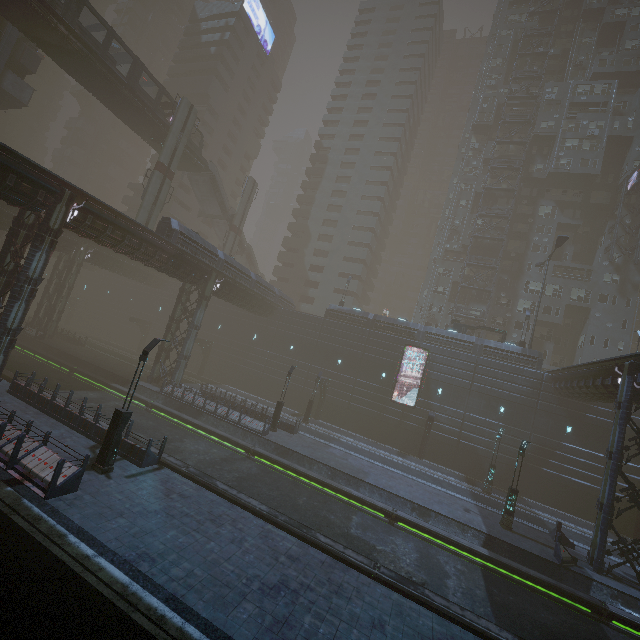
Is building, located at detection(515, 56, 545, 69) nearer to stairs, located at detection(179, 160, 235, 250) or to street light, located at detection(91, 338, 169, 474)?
street light, located at detection(91, 338, 169, 474)

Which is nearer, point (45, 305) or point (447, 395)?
point (447, 395)

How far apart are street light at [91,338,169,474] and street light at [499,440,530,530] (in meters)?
21.47

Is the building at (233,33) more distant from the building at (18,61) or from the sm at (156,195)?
the sm at (156,195)

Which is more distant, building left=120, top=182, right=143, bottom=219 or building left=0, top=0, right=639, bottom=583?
building left=120, top=182, right=143, bottom=219

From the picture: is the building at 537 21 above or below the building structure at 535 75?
above

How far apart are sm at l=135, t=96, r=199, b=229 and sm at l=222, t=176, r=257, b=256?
10.43m

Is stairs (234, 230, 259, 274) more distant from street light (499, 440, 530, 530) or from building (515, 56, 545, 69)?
street light (499, 440, 530, 530)
